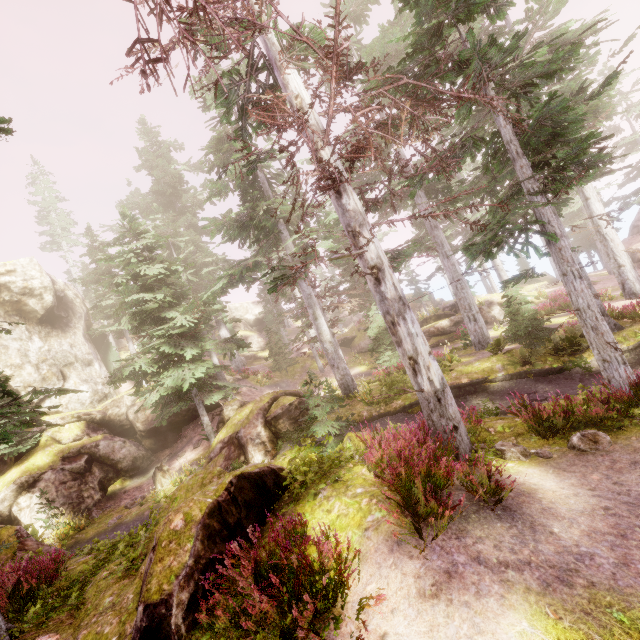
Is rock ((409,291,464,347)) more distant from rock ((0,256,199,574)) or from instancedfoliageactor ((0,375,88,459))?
rock ((0,256,199,574))

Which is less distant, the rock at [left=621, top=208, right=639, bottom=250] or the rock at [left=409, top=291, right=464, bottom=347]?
the rock at [left=409, top=291, right=464, bottom=347]

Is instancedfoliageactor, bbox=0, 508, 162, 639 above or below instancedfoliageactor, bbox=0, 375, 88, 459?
below

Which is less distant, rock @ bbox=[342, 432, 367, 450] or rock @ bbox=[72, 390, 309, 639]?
rock @ bbox=[72, 390, 309, 639]

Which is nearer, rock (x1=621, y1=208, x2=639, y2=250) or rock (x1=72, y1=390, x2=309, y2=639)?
rock (x1=72, y1=390, x2=309, y2=639)

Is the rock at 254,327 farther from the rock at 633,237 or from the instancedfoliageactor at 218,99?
the rock at 633,237

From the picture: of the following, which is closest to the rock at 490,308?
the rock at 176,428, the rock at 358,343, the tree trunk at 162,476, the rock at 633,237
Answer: the rock at 358,343

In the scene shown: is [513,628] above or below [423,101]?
below
